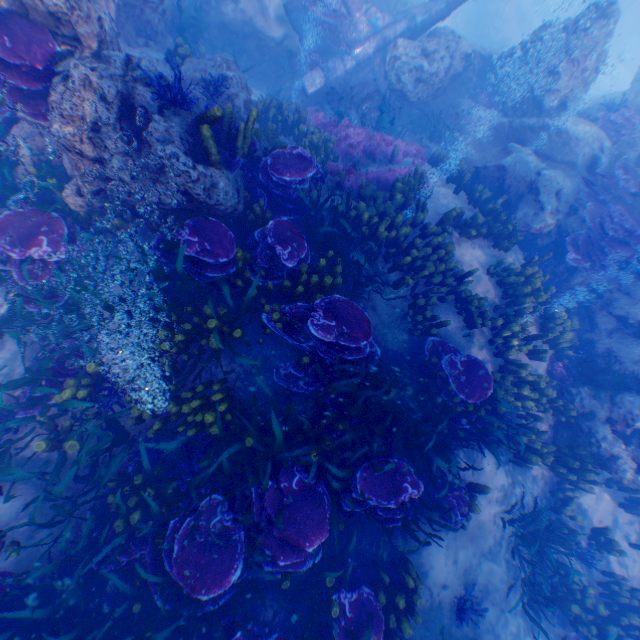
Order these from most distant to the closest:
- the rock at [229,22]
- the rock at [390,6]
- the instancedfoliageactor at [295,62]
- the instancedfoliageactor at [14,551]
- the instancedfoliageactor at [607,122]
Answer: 1. the rock at [390,6]
2. the instancedfoliageactor at [295,62]
3. the instancedfoliageactor at [607,122]
4. the rock at [229,22]
5. the instancedfoliageactor at [14,551]

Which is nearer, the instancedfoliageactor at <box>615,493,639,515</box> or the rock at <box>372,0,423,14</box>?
the instancedfoliageactor at <box>615,493,639,515</box>

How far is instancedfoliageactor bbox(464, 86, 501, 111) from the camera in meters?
11.3 m

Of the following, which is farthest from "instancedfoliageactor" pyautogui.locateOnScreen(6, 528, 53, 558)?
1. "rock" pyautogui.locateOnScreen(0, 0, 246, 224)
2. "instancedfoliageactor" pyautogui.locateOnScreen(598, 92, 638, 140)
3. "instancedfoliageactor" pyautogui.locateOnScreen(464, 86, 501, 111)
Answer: "instancedfoliageactor" pyautogui.locateOnScreen(598, 92, 638, 140)

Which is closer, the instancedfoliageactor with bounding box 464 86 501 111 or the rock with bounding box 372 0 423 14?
the instancedfoliageactor with bounding box 464 86 501 111

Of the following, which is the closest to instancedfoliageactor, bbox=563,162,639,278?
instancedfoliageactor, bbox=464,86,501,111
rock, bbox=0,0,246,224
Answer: rock, bbox=0,0,246,224

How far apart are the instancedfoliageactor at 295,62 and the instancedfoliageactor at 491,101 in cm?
532

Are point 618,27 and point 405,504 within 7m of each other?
no
